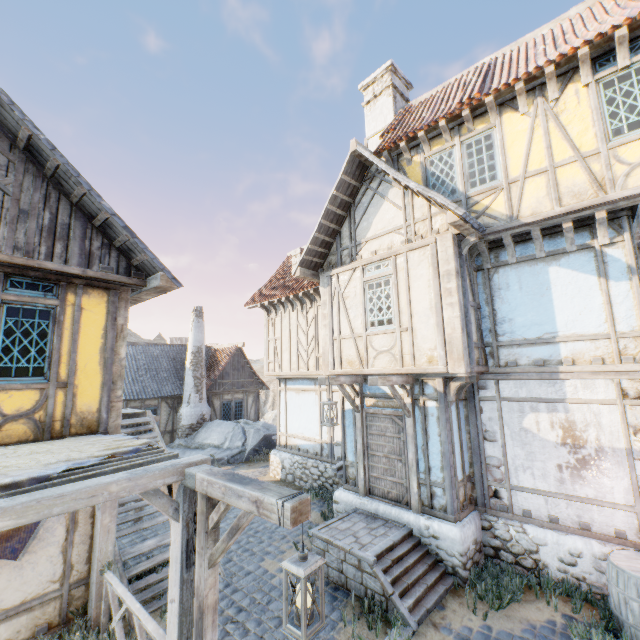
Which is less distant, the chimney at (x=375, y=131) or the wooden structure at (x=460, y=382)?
the wooden structure at (x=460, y=382)

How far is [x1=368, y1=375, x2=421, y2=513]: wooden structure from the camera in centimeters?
666cm

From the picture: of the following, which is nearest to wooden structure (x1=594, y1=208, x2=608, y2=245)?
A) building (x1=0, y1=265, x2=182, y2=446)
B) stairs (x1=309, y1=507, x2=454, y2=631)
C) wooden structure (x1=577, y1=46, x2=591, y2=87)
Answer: wooden structure (x1=577, y1=46, x2=591, y2=87)

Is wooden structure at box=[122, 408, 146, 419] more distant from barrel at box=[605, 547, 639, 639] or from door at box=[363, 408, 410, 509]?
barrel at box=[605, 547, 639, 639]

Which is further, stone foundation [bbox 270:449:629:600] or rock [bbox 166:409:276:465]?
rock [bbox 166:409:276:465]

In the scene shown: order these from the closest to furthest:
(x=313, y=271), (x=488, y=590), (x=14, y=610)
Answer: (x=14, y=610) < (x=488, y=590) < (x=313, y=271)

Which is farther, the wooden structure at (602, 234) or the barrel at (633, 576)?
the wooden structure at (602, 234)

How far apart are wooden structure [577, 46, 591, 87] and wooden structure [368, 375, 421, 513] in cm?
654
